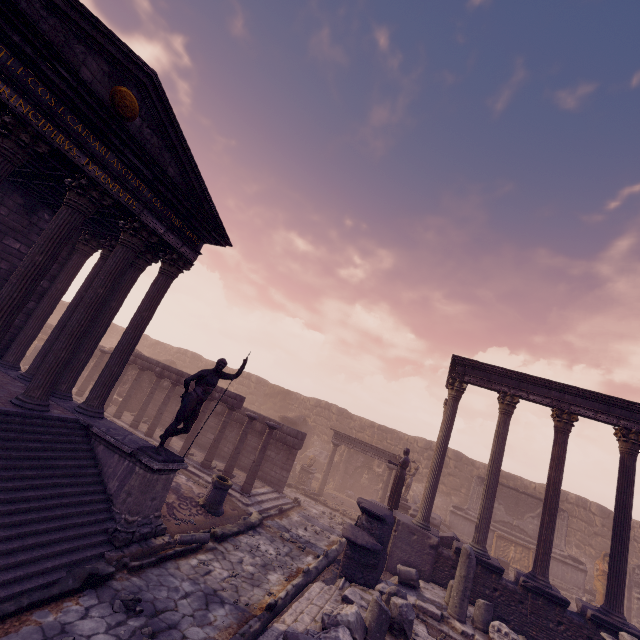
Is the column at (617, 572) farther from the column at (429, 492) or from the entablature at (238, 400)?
the entablature at (238, 400)

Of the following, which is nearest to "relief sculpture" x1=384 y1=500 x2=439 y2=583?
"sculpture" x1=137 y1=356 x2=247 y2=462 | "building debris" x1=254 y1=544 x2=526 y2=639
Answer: "building debris" x1=254 y1=544 x2=526 y2=639

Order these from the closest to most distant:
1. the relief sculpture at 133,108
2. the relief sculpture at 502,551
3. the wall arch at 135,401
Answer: the relief sculpture at 133,108
the relief sculpture at 502,551
the wall arch at 135,401

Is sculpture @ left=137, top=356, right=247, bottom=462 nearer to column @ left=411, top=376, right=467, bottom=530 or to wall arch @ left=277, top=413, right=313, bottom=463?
column @ left=411, top=376, right=467, bottom=530

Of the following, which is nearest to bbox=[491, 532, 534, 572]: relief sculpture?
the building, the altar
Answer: the altar

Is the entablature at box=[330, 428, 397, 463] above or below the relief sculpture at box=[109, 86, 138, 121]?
below

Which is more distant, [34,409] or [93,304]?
[93,304]

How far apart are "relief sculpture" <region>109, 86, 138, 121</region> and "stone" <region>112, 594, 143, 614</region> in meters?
9.1
